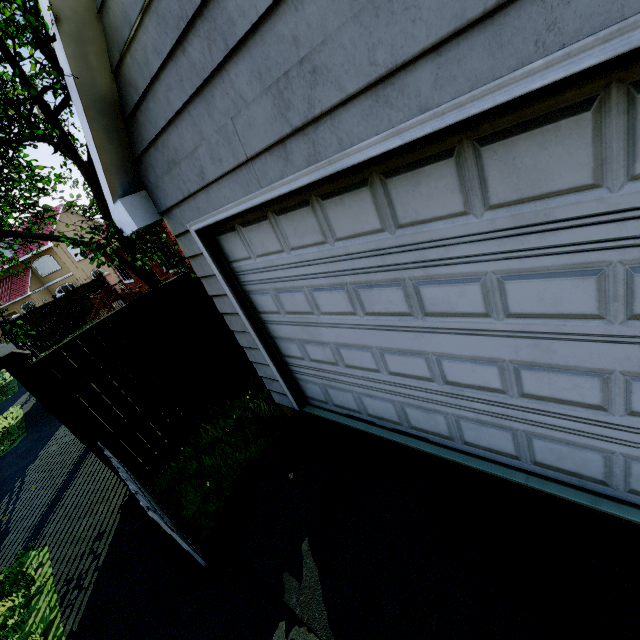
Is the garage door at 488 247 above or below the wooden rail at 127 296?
below

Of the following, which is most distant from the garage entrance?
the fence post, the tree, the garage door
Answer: the tree

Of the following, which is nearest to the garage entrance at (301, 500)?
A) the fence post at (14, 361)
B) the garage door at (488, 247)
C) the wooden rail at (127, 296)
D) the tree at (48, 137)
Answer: the garage door at (488, 247)

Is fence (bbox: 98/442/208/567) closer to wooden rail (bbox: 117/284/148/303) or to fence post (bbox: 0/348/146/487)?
fence post (bbox: 0/348/146/487)

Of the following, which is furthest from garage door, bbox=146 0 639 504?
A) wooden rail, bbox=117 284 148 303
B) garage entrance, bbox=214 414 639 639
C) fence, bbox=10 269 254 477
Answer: wooden rail, bbox=117 284 148 303

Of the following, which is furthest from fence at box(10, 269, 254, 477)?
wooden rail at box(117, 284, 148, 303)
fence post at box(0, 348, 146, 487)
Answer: wooden rail at box(117, 284, 148, 303)

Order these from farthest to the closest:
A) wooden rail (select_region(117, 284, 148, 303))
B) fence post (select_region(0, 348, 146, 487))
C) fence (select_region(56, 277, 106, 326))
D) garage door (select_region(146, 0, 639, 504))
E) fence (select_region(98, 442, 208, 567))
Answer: fence (select_region(56, 277, 106, 326)), wooden rail (select_region(117, 284, 148, 303)), fence post (select_region(0, 348, 146, 487)), fence (select_region(98, 442, 208, 567)), garage door (select_region(146, 0, 639, 504))

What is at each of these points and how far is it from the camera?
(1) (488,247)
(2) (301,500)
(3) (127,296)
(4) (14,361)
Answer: (1) garage door, 1.7 meters
(2) garage entrance, 3.2 meters
(3) wooden rail, 13.2 meters
(4) fence post, 3.8 meters
